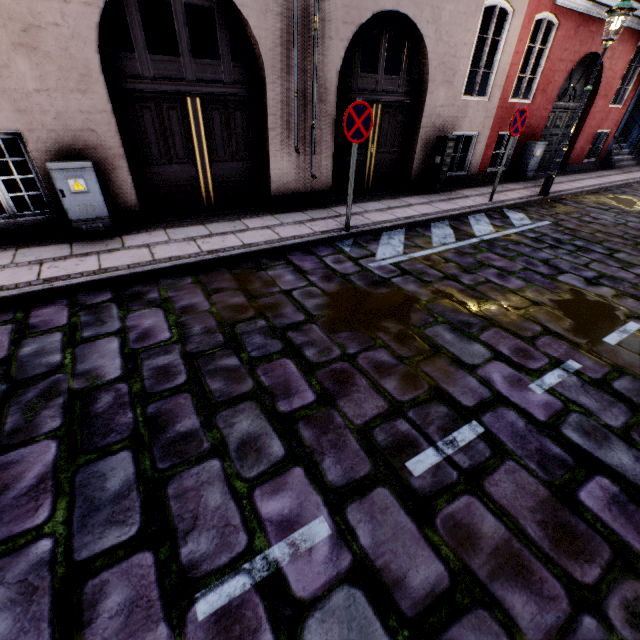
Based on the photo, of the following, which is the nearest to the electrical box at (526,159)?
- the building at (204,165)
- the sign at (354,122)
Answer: the building at (204,165)

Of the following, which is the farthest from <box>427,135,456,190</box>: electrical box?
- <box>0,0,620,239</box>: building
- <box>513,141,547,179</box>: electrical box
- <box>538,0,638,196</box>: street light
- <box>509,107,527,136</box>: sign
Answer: <box>513,141,547,179</box>: electrical box

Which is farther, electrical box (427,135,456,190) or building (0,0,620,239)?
electrical box (427,135,456,190)

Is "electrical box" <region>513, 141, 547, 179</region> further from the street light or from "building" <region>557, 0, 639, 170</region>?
the street light

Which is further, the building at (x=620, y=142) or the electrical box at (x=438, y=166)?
the building at (x=620, y=142)

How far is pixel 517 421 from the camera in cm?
263

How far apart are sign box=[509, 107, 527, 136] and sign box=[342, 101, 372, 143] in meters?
4.0 m

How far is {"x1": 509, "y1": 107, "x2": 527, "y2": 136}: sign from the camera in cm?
678
